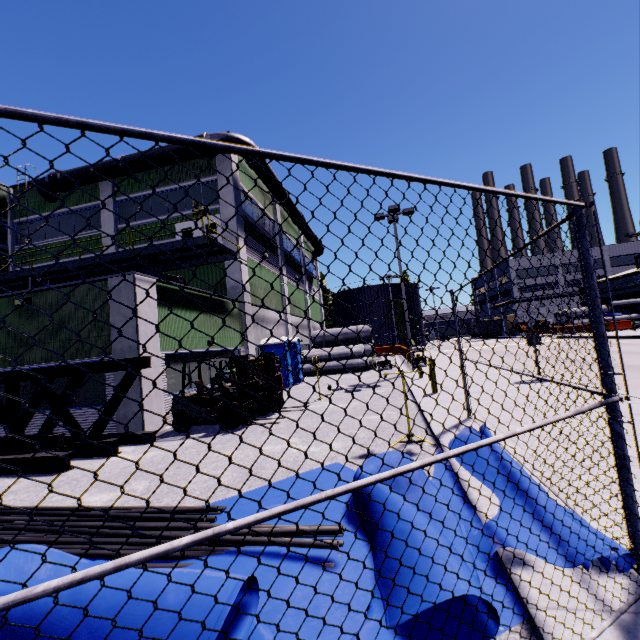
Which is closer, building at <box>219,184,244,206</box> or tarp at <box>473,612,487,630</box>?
tarp at <box>473,612,487,630</box>

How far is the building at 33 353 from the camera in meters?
10.6 m

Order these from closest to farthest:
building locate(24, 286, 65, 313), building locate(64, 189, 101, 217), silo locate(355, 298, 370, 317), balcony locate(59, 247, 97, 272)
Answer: building locate(24, 286, 65, 313), balcony locate(59, 247, 97, 272), building locate(64, 189, 101, 217), silo locate(355, 298, 370, 317)

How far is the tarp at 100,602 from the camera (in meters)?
2.33

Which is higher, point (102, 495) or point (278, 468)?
point (278, 468)

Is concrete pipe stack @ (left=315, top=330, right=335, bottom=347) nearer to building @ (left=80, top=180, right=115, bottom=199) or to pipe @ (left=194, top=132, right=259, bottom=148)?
building @ (left=80, top=180, right=115, bottom=199)

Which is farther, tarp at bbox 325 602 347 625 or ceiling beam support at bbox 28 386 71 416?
ceiling beam support at bbox 28 386 71 416
